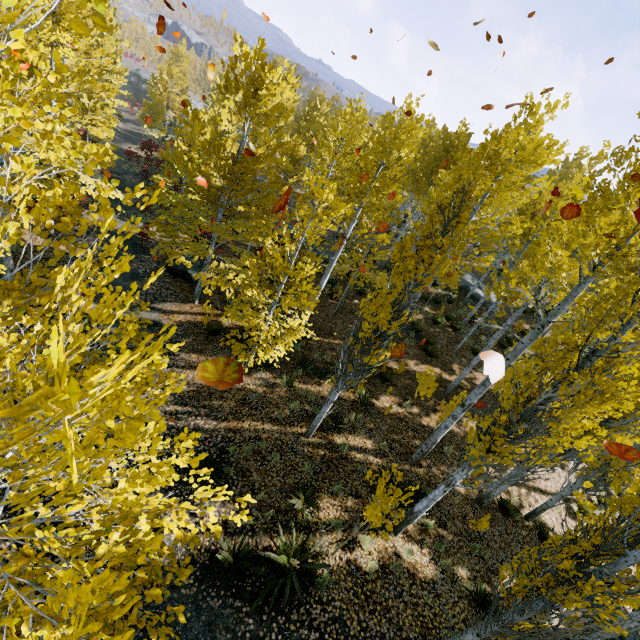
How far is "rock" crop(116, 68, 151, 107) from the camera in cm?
5041

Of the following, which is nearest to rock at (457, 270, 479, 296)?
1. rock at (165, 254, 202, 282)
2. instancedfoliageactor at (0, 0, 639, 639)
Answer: instancedfoliageactor at (0, 0, 639, 639)

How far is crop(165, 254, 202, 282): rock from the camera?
15.31m

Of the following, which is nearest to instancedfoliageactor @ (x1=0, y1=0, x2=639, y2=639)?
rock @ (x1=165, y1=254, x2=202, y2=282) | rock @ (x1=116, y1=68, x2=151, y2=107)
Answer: rock @ (x1=116, y1=68, x2=151, y2=107)

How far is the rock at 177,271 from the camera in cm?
1531

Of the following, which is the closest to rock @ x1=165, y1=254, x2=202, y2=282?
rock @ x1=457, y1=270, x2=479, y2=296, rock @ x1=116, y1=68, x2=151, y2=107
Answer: rock @ x1=457, y1=270, x2=479, y2=296

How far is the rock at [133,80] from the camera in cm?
5041

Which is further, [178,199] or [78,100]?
[78,100]
